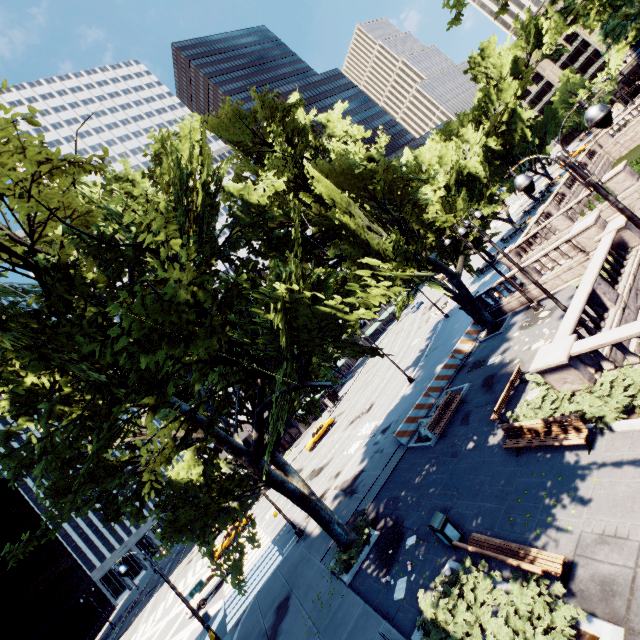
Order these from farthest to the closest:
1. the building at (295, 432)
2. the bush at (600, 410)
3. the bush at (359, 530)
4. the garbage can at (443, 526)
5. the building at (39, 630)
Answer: the building at (295, 432) → the building at (39, 630) → the bush at (359, 530) → the garbage can at (443, 526) → the bush at (600, 410)

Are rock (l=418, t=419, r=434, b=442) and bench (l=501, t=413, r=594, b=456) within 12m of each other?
yes

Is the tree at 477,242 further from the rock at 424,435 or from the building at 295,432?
the rock at 424,435

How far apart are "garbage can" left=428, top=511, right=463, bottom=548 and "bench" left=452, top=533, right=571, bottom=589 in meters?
0.9

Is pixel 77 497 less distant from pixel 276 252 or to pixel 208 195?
pixel 276 252

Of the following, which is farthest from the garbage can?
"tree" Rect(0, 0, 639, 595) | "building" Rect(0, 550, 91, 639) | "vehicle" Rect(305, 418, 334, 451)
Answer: "building" Rect(0, 550, 91, 639)

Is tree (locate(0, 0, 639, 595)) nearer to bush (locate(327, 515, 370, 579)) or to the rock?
bush (locate(327, 515, 370, 579))

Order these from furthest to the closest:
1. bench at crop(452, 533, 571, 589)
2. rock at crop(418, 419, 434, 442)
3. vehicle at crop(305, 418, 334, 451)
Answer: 1. vehicle at crop(305, 418, 334, 451)
2. rock at crop(418, 419, 434, 442)
3. bench at crop(452, 533, 571, 589)
